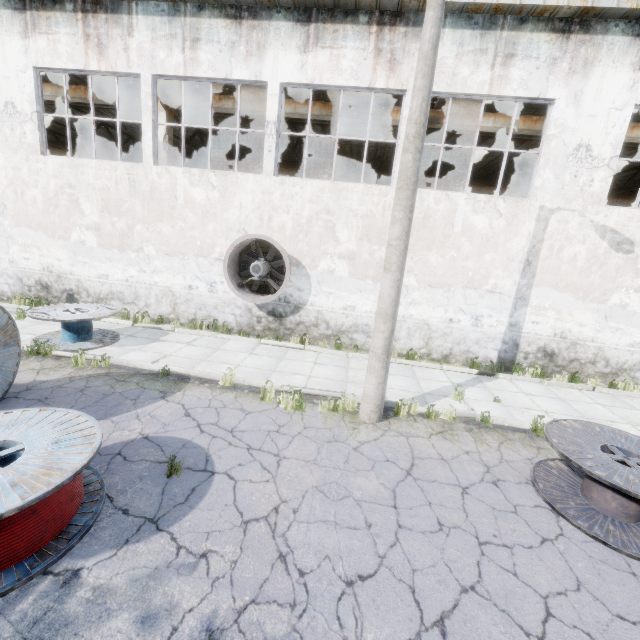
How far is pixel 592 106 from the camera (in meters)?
8.75

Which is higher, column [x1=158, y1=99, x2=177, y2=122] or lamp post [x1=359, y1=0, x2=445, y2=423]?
column [x1=158, y1=99, x2=177, y2=122]

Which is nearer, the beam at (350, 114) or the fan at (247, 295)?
the fan at (247, 295)

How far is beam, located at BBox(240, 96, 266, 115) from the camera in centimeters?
1238cm

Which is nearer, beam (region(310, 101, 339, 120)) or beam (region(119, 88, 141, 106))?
beam (region(310, 101, 339, 120))

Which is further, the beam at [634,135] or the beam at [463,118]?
the beam at [463,118]

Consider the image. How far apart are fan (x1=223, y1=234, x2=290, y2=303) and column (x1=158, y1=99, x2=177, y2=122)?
4.87m

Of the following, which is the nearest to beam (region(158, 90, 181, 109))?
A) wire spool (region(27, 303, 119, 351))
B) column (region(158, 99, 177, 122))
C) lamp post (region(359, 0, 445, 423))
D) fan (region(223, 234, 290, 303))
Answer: column (region(158, 99, 177, 122))
